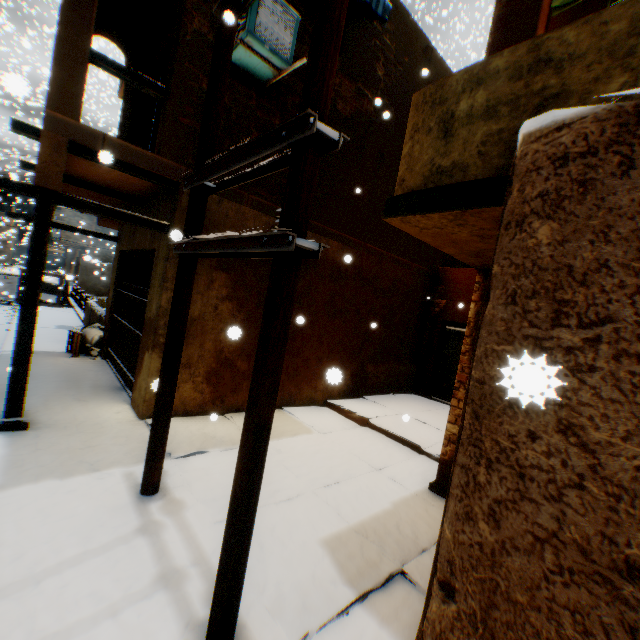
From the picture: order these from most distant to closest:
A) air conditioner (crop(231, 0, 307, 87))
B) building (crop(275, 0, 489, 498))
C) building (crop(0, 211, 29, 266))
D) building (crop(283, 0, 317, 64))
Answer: building (crop(0, 211, 29, 266))
building (crop(275, 0, 489, 498))
building (crop(283, 0, 317, 64))
air conditioner (crop(231, 0, 307, 87))

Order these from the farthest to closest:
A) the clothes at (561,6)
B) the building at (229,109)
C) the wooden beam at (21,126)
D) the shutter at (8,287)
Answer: the shutter at (8,287)
the building at (229,109)
the wooden beam at (21,126)
the clothes at (561,6)

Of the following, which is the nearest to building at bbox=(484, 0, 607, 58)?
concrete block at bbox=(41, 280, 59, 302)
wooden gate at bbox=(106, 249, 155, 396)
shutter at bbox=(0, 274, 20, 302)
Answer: wooden gate at bbox=(106, 249, 155, 396)

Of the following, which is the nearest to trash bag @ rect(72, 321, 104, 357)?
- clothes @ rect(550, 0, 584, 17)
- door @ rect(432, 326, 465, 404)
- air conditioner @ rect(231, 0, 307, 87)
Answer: air conditioner @ rect(231, 0, 307, 87)

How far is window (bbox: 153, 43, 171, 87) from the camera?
7.1m

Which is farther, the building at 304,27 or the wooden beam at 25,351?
the building at 304,27

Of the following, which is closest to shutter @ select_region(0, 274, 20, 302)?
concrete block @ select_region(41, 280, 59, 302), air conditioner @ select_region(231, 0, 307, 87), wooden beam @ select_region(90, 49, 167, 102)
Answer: concrete block @ select_region(41, 280, 59, 302)

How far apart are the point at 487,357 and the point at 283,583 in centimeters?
251cm
